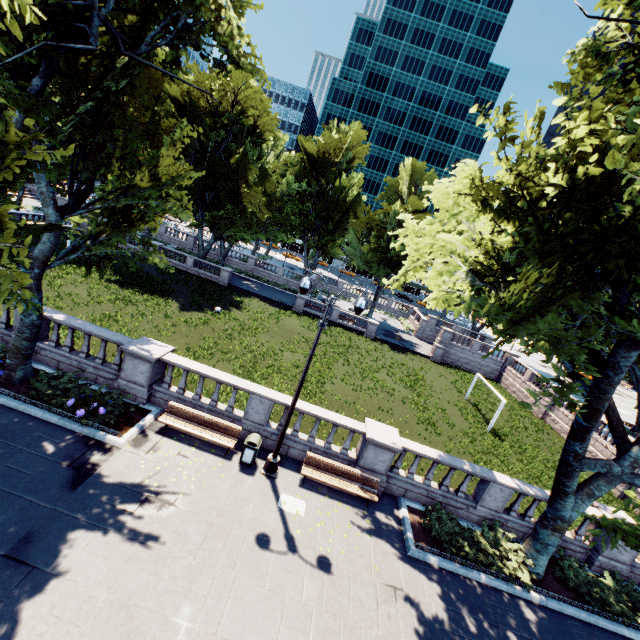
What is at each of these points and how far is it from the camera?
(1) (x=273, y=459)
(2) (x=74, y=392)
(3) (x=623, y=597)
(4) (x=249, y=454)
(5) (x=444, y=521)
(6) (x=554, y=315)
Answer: (1) light, 11.6m
(2) bush, 11.8m
(3) bush, 11.5m
(4) garbage can, 11.6m
(5) bush, 11.9m
(6) tree, 8.4m

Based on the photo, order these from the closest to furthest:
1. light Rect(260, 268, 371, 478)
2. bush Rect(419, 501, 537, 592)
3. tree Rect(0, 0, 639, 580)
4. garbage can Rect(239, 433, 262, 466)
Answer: tree Rect(0, 0, 639, 580), light Rect(260, 268, 371, 478), bush Rect(419, 501, 537, 592), garbage can Rect(239, 433, 262, 466)

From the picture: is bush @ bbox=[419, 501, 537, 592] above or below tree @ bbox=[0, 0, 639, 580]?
below

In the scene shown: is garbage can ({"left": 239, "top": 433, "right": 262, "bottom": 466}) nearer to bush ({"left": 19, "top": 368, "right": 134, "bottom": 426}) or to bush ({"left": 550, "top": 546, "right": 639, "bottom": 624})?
bush ({"left": 19, "top": 368, "right": 134, "bottom": 426})

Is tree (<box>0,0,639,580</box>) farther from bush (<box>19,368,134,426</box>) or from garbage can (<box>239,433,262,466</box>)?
garbage can (<box>239,433,262,466</box>)

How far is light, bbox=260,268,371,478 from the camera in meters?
10.0

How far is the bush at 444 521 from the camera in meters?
10.8

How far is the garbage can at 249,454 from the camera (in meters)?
11.52
